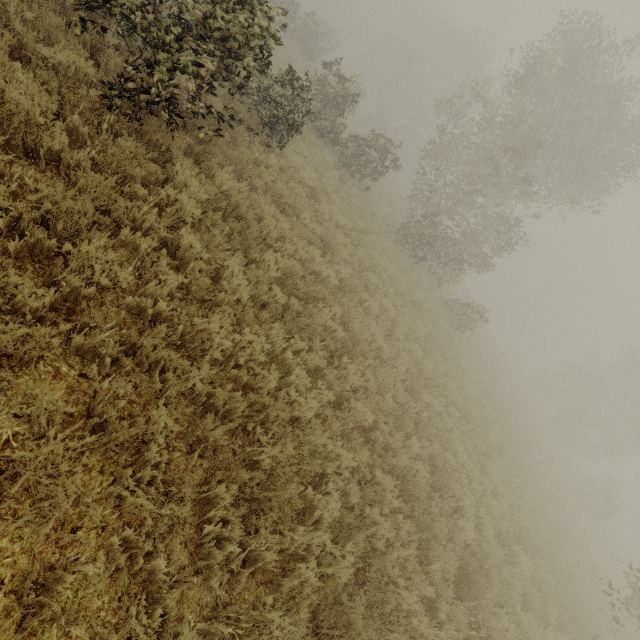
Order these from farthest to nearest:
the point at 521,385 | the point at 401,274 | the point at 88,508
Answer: the point at 521,385 → the point at 401,274 → the point at 88,508
